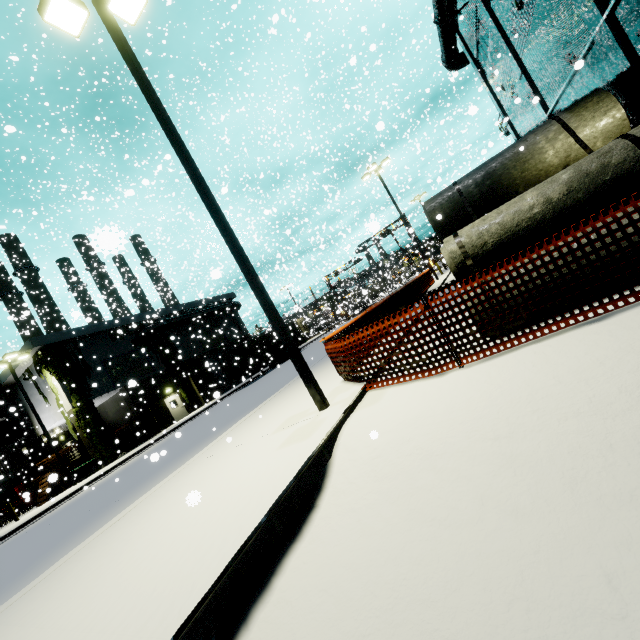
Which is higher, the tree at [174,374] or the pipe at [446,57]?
the pipe at [446,57]

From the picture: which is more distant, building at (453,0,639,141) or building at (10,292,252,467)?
building at (10,292,252,467)

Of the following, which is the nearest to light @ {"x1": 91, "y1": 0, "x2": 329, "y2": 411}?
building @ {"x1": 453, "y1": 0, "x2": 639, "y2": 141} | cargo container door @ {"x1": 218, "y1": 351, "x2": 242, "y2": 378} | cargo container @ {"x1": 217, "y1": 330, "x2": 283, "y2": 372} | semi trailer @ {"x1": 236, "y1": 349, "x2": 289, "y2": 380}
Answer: building @ {"x1": 453, "y1": 0, "x2": 639, "y2": 141}

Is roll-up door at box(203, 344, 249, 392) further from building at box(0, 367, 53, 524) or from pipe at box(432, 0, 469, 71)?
pipe at box(432, 0, 469, 71)

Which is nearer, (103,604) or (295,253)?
(103,604)

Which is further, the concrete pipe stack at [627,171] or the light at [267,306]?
the light at [267,306]

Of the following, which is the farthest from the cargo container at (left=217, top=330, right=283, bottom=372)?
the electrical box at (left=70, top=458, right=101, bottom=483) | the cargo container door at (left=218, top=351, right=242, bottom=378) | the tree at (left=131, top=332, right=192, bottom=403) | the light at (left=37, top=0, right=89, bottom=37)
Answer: the electrical box at (left=70, top=458, right=101, bottom=483)

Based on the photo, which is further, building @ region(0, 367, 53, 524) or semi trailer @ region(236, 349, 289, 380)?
semi trailer @ region(236, 349, 289, 380)
